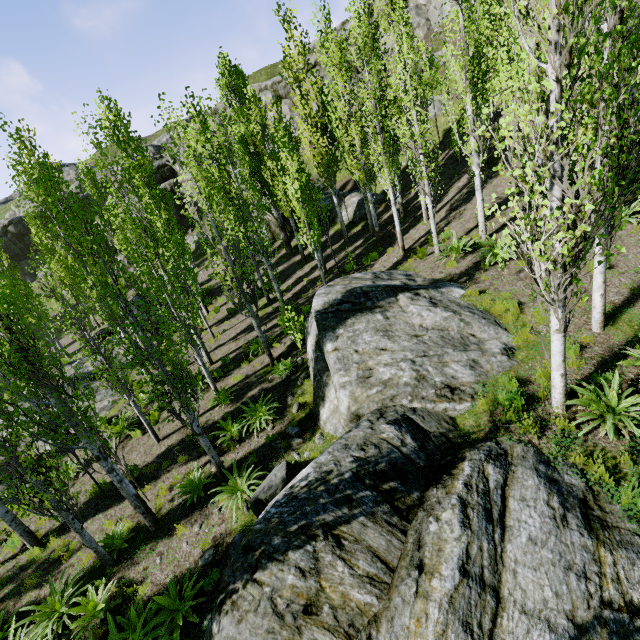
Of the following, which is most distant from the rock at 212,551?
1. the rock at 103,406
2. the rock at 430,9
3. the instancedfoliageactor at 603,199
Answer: the rock at 430,9

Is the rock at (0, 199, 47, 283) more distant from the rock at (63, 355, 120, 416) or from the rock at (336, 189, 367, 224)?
the rock at (63, 355, 120, 416)

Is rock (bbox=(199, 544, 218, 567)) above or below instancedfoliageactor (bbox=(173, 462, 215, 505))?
below

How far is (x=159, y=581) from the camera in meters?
7.1 m

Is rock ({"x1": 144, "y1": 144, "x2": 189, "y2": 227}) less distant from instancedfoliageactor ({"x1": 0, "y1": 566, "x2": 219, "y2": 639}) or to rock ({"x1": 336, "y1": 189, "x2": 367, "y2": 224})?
instancedfoliageactor ({"x1": 0, "y1": 566, "x2": 219, "y2": 639})

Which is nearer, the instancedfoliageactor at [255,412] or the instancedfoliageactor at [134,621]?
the instancedfoliageactor at [134,621]

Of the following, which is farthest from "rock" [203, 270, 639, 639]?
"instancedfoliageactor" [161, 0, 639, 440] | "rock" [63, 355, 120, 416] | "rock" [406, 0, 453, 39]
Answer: "rock" [406, 0, 453, 39]

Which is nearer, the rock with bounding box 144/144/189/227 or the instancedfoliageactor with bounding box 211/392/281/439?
the instancedfoliageactor with bounding box 211/392/281/439
